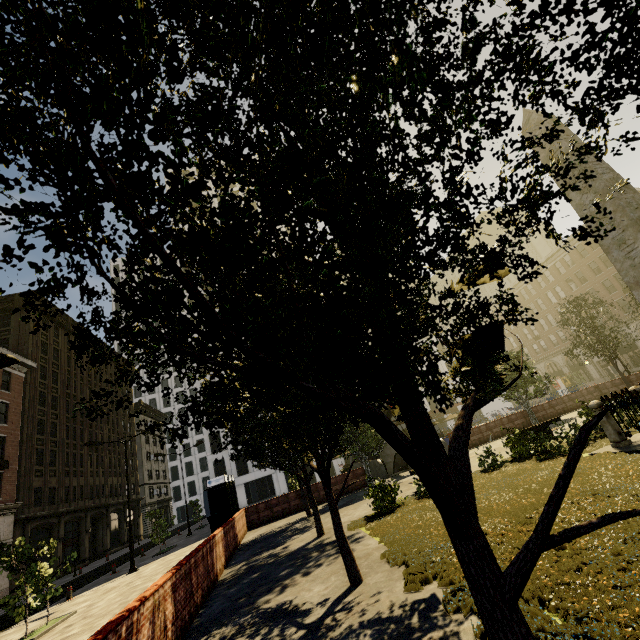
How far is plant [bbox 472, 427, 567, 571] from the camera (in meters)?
5.94

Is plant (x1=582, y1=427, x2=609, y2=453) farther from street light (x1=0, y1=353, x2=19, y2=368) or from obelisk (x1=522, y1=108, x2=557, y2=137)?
street light (x1=0, y1=353, x2=19, y2=368)

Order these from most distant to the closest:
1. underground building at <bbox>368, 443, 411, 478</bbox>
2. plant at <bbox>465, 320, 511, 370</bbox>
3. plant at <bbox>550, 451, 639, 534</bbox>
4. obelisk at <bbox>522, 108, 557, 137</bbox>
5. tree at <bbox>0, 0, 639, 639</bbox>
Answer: underground building at <bbox>368, 443, 411, 478</bbox>
obelisk at <bbox>522, 108, 557, 137</bbox>
plant at <bbox>550, 451, 639, 534</bbox>
plant at <bbox>465, 320, 511, 370</bbox>
tree at <bbox>0, 0, 639, 639</bbox>

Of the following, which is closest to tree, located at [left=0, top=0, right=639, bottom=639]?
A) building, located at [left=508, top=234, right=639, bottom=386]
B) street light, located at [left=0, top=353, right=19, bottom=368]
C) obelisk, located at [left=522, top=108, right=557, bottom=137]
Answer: building, located at [left=508, top=234, right=639, bottom=386]

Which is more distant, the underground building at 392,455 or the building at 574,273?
the building at 574,273

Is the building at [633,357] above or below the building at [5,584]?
above

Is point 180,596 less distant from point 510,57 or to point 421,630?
point 421,630

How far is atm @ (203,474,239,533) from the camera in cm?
1662
